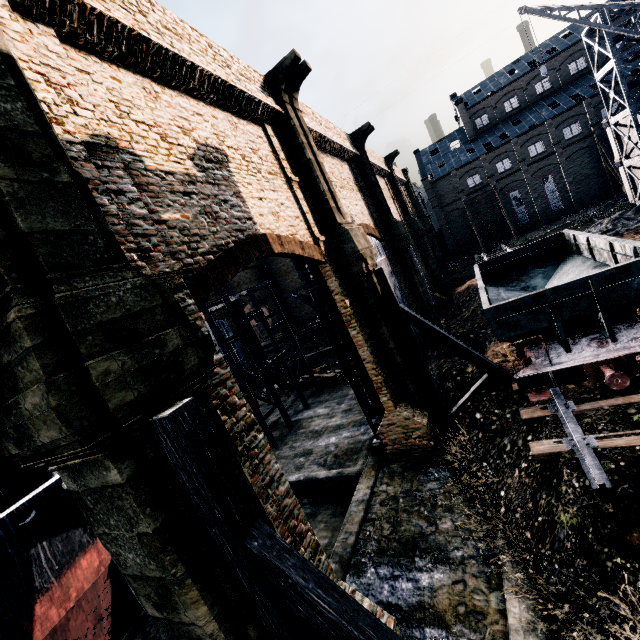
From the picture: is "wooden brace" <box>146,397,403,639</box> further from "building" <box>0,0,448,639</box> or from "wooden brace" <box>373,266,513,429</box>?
"wooden brace" <box>373,266,513,429</box>

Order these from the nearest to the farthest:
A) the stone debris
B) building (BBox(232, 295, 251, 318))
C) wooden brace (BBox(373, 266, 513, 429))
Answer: wooden brace (BBox(373, 266, 513, 429))
the stone debris
building (BBox(232, 295, 251, 318))

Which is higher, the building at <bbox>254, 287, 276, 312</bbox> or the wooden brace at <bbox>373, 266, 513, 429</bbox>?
the building at <bbox>254, 287, 276, 312</bbox>

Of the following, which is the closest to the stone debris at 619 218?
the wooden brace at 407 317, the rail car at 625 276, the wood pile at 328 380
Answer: the rail car at 625 276

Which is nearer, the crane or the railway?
the railway

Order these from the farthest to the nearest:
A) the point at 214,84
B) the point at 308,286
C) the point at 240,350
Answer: the point at 240,350, the point at 308,286, the point at 214,84

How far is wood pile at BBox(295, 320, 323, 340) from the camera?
49.2m

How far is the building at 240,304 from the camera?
49.09m
